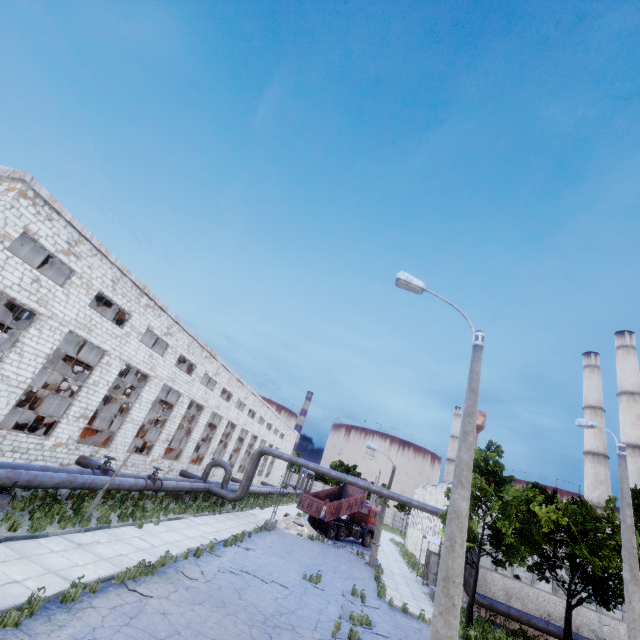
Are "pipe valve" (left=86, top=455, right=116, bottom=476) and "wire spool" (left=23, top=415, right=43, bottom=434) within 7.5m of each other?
yes

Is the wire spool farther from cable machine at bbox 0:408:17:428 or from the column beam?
the column beam

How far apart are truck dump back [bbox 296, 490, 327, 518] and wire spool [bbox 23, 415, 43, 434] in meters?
21.2 m

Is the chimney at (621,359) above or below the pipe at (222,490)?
above

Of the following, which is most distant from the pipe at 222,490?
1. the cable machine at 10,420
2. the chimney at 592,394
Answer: the chimney at 592,394

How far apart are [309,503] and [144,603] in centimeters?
2310cm

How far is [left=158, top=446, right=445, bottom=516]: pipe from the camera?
23.1m

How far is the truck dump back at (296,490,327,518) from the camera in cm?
2861
